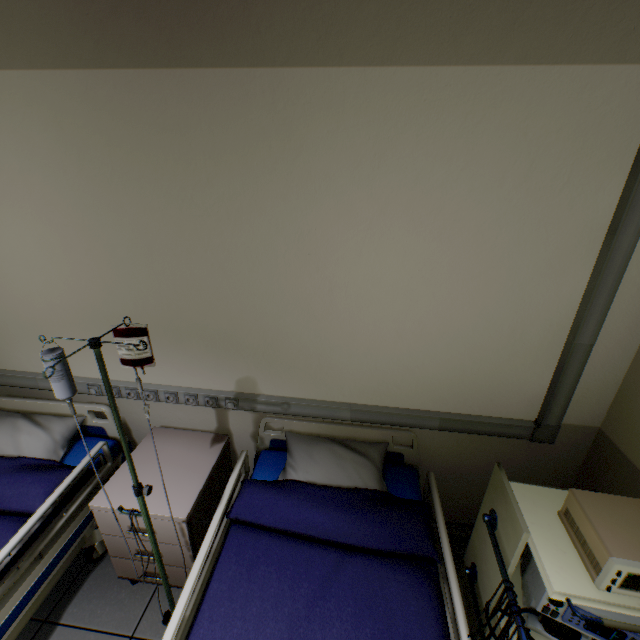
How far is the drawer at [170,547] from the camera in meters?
1.6 m

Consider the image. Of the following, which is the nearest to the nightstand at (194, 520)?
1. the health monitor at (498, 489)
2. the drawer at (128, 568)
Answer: the drawer at (128, 568)

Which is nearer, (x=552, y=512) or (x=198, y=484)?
(x=552, y=512)

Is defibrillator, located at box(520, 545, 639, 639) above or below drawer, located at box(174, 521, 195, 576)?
above

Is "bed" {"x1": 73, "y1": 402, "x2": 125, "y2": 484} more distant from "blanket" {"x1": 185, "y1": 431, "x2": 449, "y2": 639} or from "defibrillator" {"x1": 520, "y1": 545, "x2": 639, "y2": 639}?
"defibrillator" {"x1": 520, "y1": 545, "x2": 639, "y2": 639}

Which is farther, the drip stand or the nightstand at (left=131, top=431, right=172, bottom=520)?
the nightstand at (left=131, top=431, right=172, bottom=520)

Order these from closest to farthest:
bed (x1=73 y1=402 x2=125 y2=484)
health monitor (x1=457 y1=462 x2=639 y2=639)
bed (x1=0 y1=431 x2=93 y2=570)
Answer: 1. health monitor (x1=457 y1=462 x2=639 y2=639)
2. bed (x1=0 y1=431 x2=93 y2=570)
3. bed (x1=73 y1=402 x2=125 y2=484)

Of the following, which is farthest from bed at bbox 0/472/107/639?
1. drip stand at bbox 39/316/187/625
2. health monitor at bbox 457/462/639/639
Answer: health monitor at bbox 457/462/639/639
